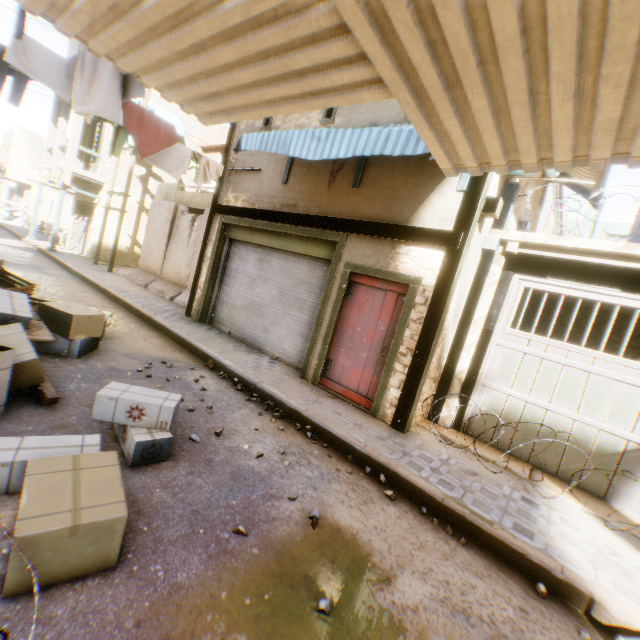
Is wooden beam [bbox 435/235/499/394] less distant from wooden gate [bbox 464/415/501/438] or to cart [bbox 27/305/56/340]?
wooden gate [bbox 464/415/501/438]

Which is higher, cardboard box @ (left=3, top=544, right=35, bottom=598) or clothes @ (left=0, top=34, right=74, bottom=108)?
clothes @ (left=0, top=34, right=74, bottom=108)

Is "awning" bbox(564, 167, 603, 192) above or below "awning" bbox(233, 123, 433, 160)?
above

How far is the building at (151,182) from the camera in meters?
16.9

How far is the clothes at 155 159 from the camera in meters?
5.8 m

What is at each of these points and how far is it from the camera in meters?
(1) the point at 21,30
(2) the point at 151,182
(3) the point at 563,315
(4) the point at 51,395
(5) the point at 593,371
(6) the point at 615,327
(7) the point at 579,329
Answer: (1) dryer, 3.4 m
(2) building, 17.5 m
(3) building, 9.7 m
(4) cart, 3.6 m
(5) wooden gate, 4.9 m
(6) building, 9.0 m
(7) building, 9.4 m

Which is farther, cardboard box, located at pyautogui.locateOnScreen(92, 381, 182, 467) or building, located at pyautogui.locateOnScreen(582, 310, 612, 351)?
building, located at pyautogui.locateOnScreen(582, 310, 612, 351)

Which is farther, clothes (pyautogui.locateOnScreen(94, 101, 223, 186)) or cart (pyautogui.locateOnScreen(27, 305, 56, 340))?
A: clothes (pyautogui.locateOnScreen(94, 101, 223, 186))
